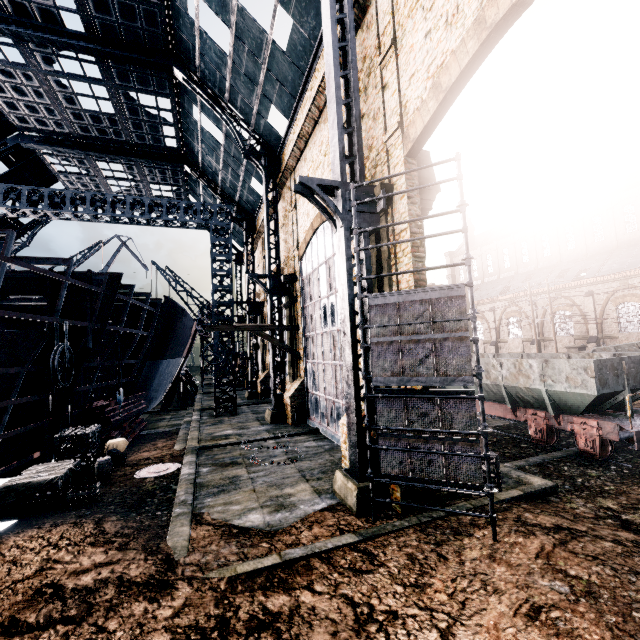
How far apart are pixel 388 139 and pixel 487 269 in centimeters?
4761cm

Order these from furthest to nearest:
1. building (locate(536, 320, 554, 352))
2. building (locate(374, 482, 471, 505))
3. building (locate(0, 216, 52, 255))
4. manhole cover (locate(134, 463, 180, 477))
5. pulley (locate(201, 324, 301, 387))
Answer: building (locate(536, 320, 554, 352)) → building (locate(0, 216, 52, 255)) → pulley (locate(201, 324, 301, 387)) → manhole cover (locate(134, 463, 180, 477)) → building (locate(374, 482, 471, 505))

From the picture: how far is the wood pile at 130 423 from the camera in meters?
17.7

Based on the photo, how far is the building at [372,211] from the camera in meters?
9.8 m

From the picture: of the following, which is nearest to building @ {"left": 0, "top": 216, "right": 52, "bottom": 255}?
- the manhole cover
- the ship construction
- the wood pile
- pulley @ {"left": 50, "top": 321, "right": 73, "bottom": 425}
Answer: the ship construction

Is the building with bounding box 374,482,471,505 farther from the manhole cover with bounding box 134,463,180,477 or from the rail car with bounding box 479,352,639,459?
the manhole cover with bounding box 134,463,180,477

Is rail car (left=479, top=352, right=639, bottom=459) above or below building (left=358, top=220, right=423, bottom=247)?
below

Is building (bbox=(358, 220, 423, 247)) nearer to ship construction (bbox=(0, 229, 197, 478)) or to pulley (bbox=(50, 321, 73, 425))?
ship construction (bbox=(0, 229, 197, 478))
